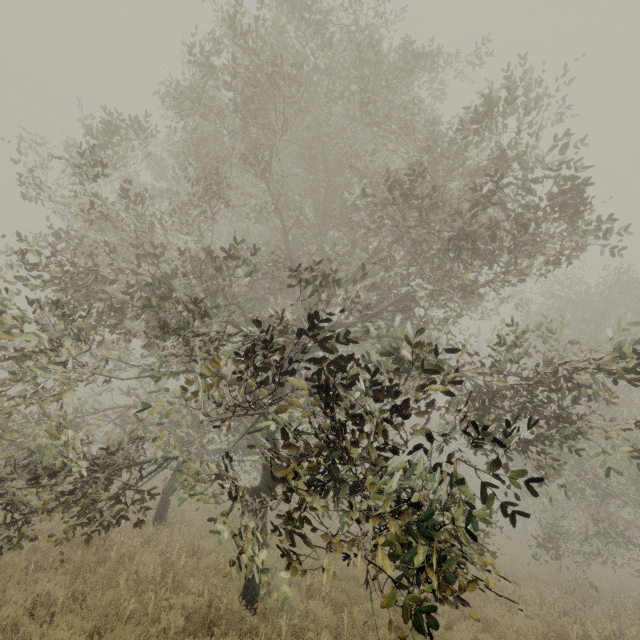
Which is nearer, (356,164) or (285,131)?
(285,131)
